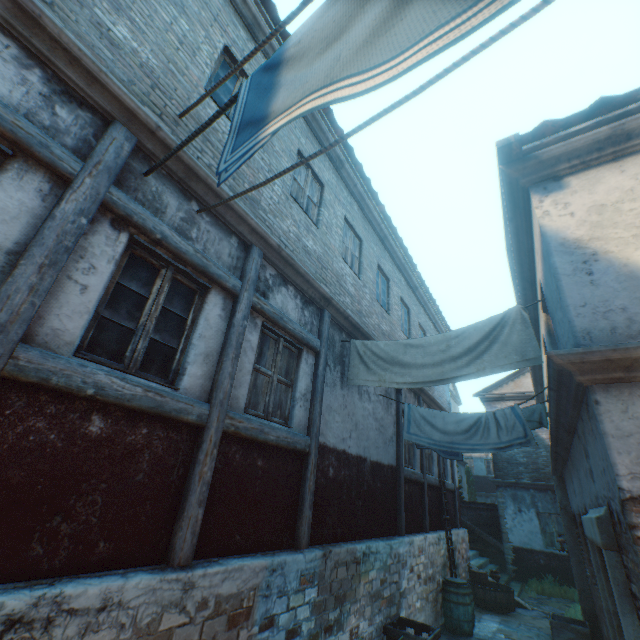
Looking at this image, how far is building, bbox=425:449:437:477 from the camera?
10.4 meters

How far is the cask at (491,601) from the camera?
9.71m

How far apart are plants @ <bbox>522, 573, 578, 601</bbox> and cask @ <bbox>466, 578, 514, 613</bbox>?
2.8 meters

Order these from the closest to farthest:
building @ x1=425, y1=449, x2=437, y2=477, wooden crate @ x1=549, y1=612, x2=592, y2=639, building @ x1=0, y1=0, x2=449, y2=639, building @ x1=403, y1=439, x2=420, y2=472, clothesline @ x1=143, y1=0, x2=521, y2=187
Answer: clothesline @ x1=143, y1=0, x2=521, y2=187
building @ x1=0, y1=0, x2=449, y2=639
wooden crate @ x1=549, y1=612, x2=592, y2=639
building @ x1=403, y1=439, x2=420, y2=472
building @ x1=425, y1=449, x2=437, y2=477

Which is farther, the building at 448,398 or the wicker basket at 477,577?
the wicker basket at 477,577

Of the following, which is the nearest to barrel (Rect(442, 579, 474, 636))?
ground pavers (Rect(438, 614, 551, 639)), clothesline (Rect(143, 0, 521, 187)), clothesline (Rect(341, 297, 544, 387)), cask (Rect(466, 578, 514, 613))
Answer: ground pavers (Rect(438, 614, 551, 639))

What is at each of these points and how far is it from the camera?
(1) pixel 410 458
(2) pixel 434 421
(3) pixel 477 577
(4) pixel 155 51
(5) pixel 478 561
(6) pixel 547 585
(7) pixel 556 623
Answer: (1) building, 9.15m
(2) clothesline, 6.68m
(3) wicker basket, 10.45m
(4) building, 3.85m
(5) stairs, 13.10m
(6) plants, 12.34m
(7) wooden crate, 7.51m

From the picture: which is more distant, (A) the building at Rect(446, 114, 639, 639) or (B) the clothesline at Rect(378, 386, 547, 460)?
(B) the clothesline at Rect(378, 386, 547, 460)
